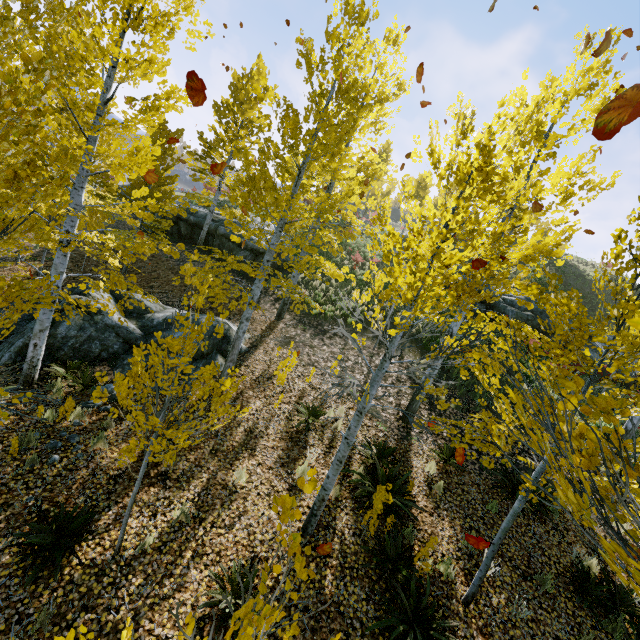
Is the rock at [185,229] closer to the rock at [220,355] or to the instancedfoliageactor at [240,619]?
the rock at [220,355]

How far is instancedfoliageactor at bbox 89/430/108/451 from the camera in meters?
6.2

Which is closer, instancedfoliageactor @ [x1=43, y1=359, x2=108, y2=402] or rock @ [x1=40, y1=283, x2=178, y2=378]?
instancedfoliageactor @ [x1=43, y1=359, x2=108, y2=402]

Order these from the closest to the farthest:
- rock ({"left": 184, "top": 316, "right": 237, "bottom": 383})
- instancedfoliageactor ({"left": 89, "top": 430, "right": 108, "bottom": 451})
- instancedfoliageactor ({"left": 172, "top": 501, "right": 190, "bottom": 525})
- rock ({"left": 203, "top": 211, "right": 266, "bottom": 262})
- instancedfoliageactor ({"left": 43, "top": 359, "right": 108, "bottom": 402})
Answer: instancedfoliageactor ({"left": 43, "top": 359, "right": 108, "bottom": 402}) → instancedfoliageactor ({"left": 172, "top": 501, "right": 190, "bottom": 525}) → instancedfoliageactor ({"left": 89, "top": 430, "right": 108, "bottom": 451}) → rock ({"left": 184, "top": 316, "right": 237, "bottom": 383}) → rock ({"left": 203, "top": 211, "right": 266, "bottom": 262})

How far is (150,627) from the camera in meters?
4.1 m

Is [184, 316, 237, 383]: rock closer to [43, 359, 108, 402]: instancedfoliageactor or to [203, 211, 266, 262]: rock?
[43, 359, 108, 402]: instancedfoliageactor
